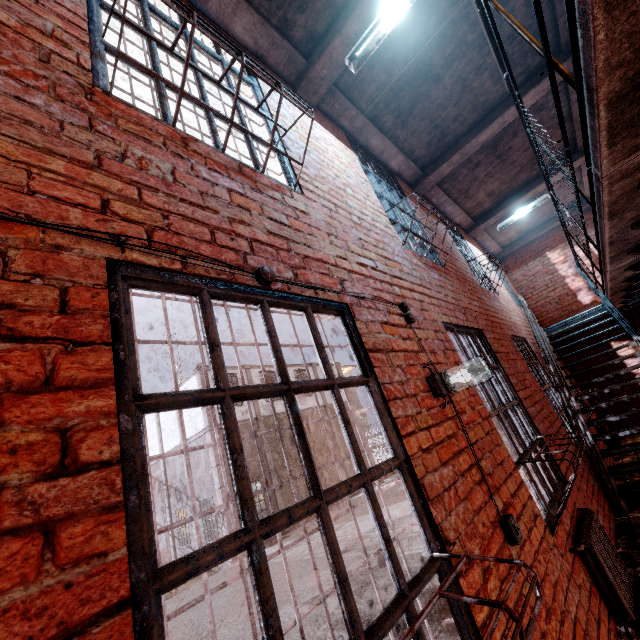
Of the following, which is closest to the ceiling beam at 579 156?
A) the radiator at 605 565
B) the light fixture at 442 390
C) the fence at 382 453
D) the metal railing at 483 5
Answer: the metal railing at 483 5

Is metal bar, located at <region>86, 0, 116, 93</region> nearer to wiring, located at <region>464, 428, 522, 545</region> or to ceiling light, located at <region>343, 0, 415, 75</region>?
ceiling light, located at <region>343, 0, 415, 75</region>

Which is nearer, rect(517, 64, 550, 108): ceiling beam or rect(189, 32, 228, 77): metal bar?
rect(189, 32, 228, 77): metal bar

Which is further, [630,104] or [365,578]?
[365,578]

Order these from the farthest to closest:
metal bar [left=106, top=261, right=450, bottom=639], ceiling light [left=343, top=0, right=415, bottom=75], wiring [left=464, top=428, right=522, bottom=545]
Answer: ceiling light [left=343, top=0, right=415, bottom=75] → wiring [left=464, top=428, right=522, bottom=545] → metal bar [left=106, top=261, right=450, bottom=639]

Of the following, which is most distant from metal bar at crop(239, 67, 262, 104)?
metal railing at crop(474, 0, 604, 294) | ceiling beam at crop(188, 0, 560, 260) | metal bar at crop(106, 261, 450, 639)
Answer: metal railing at crop(474, 0, 604, 294)

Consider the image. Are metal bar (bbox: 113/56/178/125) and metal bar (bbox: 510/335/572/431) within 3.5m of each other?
no

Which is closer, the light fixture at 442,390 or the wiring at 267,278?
the wiring at 267,278
